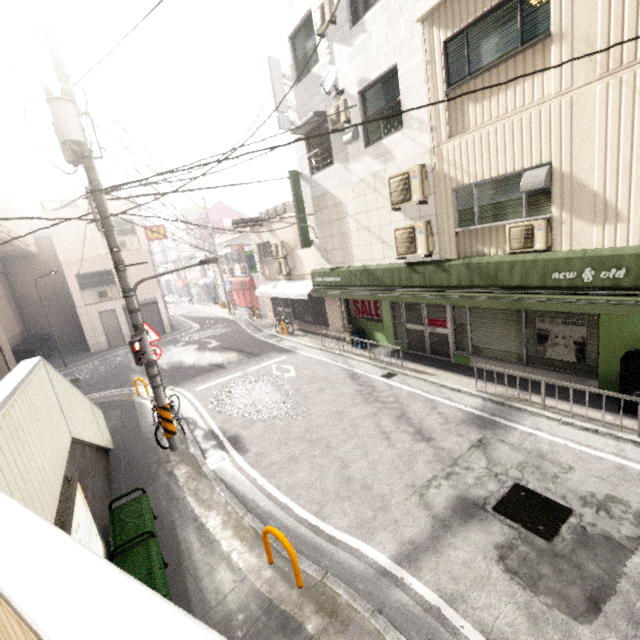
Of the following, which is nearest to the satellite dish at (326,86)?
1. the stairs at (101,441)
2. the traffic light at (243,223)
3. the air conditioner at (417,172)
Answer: the air conditioner at (417,172)

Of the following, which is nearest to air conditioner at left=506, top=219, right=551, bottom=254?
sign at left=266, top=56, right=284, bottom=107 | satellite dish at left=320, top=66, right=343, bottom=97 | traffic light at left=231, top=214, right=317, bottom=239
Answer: satellite dish at left=320, top=66, right=343, bottom=97

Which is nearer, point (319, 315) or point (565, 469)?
point (565, 469)

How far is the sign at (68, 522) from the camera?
3.1m

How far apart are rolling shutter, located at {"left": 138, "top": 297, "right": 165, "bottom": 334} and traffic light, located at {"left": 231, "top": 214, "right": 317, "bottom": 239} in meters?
14.3

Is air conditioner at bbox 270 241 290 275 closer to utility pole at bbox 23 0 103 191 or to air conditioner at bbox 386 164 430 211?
air conditioner at bbox 386 164 430 211

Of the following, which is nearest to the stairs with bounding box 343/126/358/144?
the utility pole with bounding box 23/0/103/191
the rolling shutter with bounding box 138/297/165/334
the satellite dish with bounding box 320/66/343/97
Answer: the satellite dish with bounding box 320/66/343/97

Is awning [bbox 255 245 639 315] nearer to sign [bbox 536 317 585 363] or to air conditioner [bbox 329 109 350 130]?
sign [bbox 536 317 585 363]
